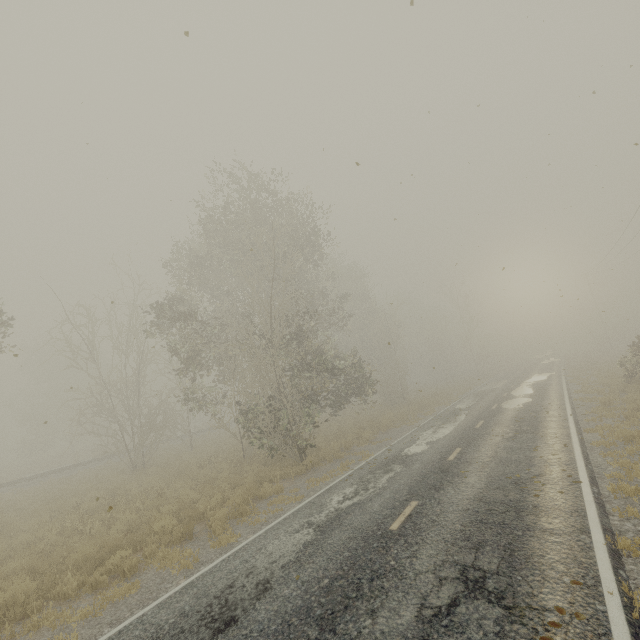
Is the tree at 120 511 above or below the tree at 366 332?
below

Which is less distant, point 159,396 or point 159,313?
point 159,313

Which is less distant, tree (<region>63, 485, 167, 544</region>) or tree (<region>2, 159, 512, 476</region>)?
tree (<region>63, 485, 167, 544</region>)

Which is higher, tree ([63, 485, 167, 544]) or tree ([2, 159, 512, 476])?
tree ([2, 159, 512, 476])

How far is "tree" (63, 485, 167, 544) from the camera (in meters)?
11.11

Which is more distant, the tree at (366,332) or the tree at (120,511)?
the tree at (366,332)
